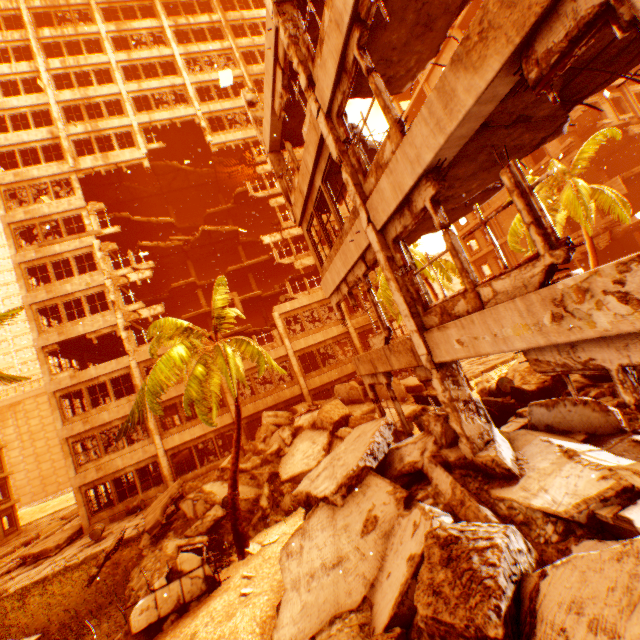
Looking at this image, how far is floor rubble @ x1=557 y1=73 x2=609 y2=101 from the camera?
4.66m

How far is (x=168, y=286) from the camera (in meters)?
34.59

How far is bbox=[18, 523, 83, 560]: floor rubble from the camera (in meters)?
17.14

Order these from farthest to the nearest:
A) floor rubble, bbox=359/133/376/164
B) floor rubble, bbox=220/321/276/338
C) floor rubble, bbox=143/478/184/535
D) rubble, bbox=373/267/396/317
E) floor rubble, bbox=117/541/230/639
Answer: floor rubble, bbox=220/321/276/338
rubble, bbox=373/267/396/317
floor rubble, bbox=143/478/184/535
floor rubble, bbox=359/133/376/164
floor rubble, bbox=117/541/230/639

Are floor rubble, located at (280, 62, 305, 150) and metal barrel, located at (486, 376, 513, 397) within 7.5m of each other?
no

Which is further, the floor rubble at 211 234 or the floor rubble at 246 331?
the floor rubble at 211 234

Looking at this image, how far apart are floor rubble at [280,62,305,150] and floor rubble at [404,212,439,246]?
Answer: 5.56m

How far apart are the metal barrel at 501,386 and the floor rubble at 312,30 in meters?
11.0
